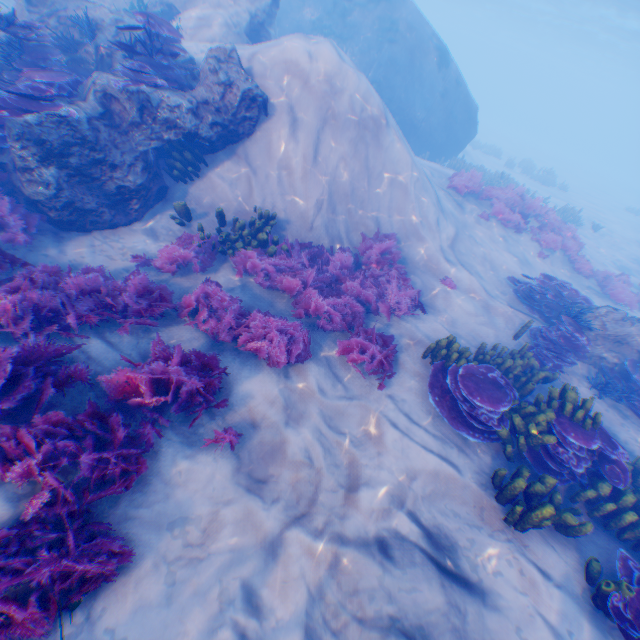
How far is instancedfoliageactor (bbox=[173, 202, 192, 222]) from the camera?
7.20m

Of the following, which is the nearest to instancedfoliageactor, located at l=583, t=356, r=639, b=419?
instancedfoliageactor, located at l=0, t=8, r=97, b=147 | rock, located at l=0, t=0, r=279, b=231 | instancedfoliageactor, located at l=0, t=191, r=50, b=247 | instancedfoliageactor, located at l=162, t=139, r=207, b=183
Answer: rock, located at l=0, t=0, r=279, b=231

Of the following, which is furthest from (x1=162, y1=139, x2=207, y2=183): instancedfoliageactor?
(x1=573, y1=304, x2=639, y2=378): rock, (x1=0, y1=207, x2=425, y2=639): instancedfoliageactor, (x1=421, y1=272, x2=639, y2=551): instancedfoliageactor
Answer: (x1=573, y1=304, x2=639, y2=378): rock

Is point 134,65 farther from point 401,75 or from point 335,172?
point 401,75

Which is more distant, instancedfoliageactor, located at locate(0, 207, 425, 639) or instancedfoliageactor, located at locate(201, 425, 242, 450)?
instancedfoliageactor, located at locate(201, 425, 242, 450)

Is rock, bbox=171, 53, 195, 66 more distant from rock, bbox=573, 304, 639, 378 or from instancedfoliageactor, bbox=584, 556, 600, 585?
rock, bbox=573, 304, 639, 378

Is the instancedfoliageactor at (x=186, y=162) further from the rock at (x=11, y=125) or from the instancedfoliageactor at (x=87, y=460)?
the instancedfoliageactor at (x=87, y=460)

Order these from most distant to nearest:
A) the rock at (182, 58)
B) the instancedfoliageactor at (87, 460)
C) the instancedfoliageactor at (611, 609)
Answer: the rock at (182, 58), the instancedfoliageactor at (611, 609), the instancedfoliageactor at (87, 460)
